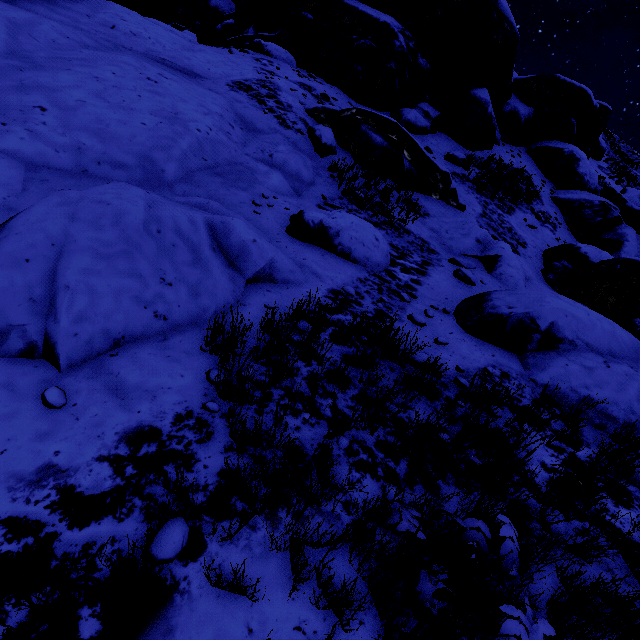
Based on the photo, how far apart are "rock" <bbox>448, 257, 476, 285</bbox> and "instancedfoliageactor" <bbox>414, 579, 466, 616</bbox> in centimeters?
564cm

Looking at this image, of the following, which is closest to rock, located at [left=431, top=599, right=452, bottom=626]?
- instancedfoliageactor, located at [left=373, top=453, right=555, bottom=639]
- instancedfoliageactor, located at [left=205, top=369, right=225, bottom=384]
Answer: instancedfoliageactor, located at [left=205, top=369, right=225, bottom=384]

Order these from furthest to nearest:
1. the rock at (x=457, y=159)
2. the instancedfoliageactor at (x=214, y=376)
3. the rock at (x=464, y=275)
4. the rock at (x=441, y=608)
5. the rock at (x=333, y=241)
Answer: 1. the rock at (x=457, y=159)
2. the rock at (x=464, y=275)
3. the rock at (x=333, y=241)
4. the instancedfoliageactor at (x=214, y=376)
5. the rock at (x=441, y=608)

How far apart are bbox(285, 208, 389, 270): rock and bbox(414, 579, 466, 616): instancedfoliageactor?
4.48m

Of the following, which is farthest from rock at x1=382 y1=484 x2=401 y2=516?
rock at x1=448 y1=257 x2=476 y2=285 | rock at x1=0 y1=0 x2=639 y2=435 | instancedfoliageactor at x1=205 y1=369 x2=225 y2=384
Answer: rock at x1=448 y1=257 x2=476 y2=285

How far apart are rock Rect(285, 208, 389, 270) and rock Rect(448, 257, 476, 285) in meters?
1.4 m

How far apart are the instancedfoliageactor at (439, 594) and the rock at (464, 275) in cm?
564

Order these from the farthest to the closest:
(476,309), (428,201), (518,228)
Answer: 1. (518,228)
2. (428,201)
3. (476,309)
